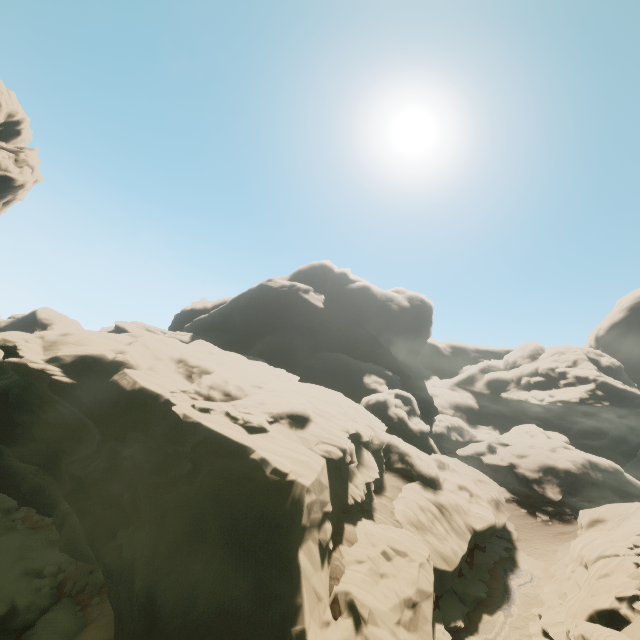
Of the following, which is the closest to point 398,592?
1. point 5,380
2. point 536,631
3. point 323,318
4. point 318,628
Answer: point 318,628

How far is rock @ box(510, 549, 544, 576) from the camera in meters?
24.8

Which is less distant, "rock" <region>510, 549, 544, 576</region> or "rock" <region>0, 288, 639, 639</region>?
"rock" <region>0, 288, 639, 639</region>

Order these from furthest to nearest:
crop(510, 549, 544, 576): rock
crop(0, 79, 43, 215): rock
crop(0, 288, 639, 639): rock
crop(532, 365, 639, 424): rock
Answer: crop(532, 365, 639, 424): rock
crop(0, 79, 43, 215): rock
crop(510, 549, 544, 576): rock
crop(0, 288, 639, 639): rock

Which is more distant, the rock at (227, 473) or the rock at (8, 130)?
the rock at (8, 130)
